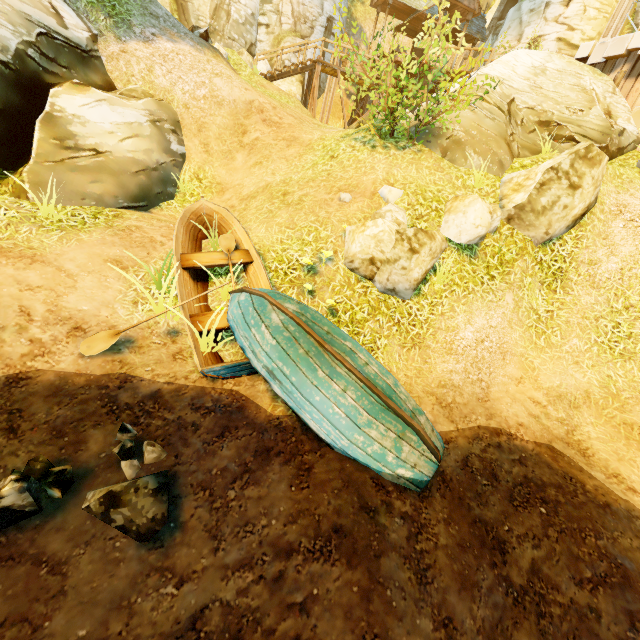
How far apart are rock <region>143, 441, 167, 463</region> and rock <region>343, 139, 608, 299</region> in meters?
6.3

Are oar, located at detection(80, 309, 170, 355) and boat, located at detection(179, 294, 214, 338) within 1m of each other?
yes

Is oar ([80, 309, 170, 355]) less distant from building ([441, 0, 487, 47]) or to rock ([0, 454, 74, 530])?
rock ([0, 454, 74, 530])

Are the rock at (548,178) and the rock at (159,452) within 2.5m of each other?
no

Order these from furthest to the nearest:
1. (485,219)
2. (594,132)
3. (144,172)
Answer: (594,132)
(144,172)
(485,219)

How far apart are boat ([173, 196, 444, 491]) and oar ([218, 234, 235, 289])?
0.0m

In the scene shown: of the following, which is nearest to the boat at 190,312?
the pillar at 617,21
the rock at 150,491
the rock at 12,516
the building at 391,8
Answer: the rock at 150,491

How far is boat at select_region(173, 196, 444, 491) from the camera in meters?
4.1 m
